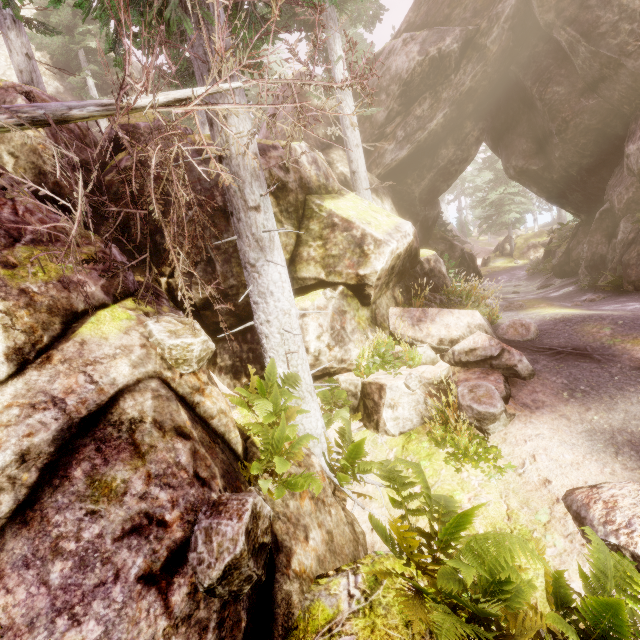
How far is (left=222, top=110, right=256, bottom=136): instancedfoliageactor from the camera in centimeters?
514cm

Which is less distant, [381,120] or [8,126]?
[8,126]

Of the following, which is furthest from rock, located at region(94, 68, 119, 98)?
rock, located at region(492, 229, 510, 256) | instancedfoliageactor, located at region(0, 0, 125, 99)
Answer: rock, located at region(492, 229, 510, 256)

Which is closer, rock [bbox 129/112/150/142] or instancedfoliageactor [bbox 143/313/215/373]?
instancedfoliageactor [bbox 143/313/215/373]

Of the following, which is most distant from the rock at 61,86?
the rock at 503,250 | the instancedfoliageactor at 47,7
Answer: the rock at 503,250

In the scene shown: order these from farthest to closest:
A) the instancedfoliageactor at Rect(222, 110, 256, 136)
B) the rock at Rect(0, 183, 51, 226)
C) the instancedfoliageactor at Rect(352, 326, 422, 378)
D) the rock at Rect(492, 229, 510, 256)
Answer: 1. the rock at Rect(492, 229, 510, 256)
2. the instancedfoliageactor at Rect(352, 326, 422, 378)
3. the instancedfoliageactor at Rect(222, 110, 256, 136)
4. the rock at Rect(0, 183, 51, 226)
